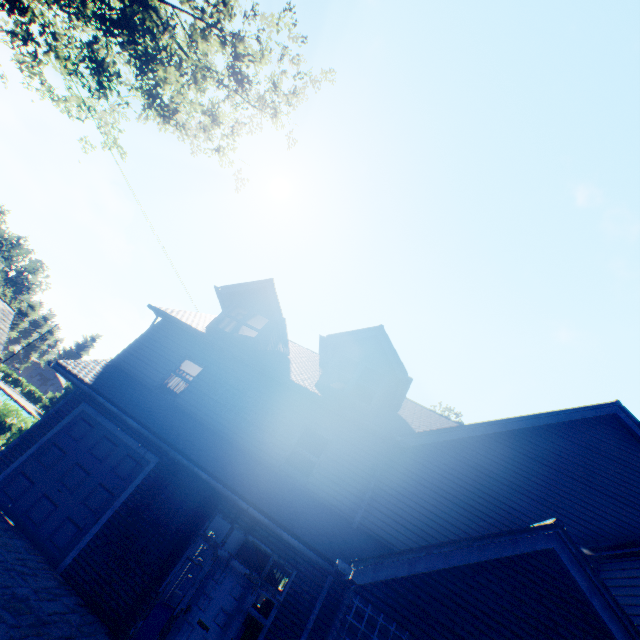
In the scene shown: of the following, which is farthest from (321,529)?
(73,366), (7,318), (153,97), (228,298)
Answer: (7,318)

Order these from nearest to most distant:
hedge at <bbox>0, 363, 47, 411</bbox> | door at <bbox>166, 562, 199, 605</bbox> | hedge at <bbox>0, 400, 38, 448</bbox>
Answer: door at <bbox>166, 562, 199, 605</bbox>, hedge at <bbox>0, 400, 38, 448</bbox>, hedge at <bbox>0, 363, 47, 411</bbox>

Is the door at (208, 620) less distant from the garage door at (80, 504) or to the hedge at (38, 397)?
the garage door at (80, 504)

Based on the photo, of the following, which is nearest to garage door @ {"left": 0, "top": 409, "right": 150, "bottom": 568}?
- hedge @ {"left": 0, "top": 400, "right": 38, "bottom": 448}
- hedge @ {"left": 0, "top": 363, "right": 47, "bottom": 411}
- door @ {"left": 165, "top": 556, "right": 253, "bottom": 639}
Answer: door @ {"left": 165, "top": 556, "right": 253, "bottom": 639}

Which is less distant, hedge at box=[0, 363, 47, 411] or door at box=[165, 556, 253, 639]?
door at box=[165, 556, 253, 639]

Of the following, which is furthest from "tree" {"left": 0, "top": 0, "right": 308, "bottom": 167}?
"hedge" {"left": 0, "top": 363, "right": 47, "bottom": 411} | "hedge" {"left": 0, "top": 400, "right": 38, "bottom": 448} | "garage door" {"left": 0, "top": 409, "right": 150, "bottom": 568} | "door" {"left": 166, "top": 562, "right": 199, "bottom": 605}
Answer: "door" {"left": 166, "top": 562, "right": 199, "bottom": 605}

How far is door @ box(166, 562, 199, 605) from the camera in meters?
10.9 m

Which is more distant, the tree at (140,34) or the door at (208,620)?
the tree at (140,34)
